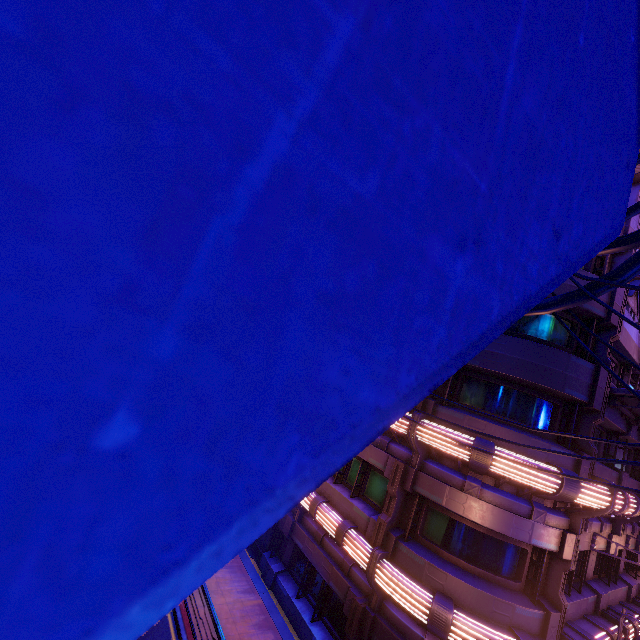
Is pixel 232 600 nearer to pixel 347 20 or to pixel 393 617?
pixel 393 617

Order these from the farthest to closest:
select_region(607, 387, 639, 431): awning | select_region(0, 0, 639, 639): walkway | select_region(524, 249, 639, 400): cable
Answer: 1. select_region(607, 387, 639, 431): awning
2. select_region(524, 249, 639, 400): cable
3. select_region(0, 0, 639, 639): walkway

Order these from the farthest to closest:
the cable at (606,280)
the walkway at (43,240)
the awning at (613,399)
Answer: the awning at (613,399)
the cable at (606,280)
the walkway at (43,240)

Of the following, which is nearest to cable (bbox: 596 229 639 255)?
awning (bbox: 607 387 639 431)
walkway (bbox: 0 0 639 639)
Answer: walkway (bbox: 0 0 639 639)

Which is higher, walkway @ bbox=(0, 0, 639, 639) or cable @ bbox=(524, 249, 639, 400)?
cable @ bbox=(524, 249, 639, 400)

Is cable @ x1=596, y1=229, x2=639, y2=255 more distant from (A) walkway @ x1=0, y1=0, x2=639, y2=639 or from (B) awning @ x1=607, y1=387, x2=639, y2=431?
(B) awning @ x1=607, y1=387, x2=639, y2=431

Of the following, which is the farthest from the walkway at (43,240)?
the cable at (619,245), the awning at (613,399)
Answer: the awning at (613,399)
